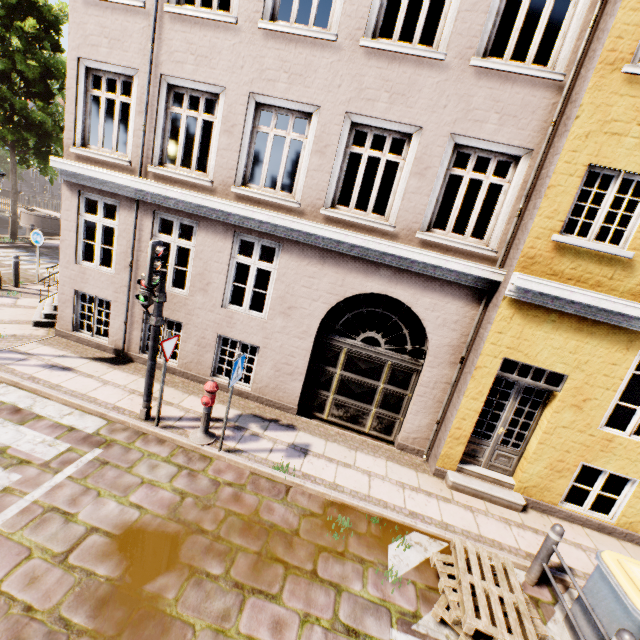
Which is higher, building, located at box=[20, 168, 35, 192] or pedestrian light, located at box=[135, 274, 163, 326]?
pedestrian light, located at box=[135, 274, 163, 326]

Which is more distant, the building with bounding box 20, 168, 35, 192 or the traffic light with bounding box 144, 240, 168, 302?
the building with bounding box 20, 168, 35, 192

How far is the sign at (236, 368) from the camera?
5.3m

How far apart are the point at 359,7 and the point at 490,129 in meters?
3.2

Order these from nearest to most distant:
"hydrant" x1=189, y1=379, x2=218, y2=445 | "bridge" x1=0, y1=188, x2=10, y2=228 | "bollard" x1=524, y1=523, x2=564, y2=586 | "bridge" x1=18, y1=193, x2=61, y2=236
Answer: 1. "bollard" x1=524, y1=523, x2=564, y2=586
2. "hydrant" x1=189, y1=379, x2=218, y2=445
3. "bridge" x1=18, y1=193, x2=61, y2=236
4. "bridge" x1=0, y1=188, x2=10, y2=228

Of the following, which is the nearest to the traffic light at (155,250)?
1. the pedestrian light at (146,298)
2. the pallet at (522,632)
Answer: the pedestrian light at (146,298)

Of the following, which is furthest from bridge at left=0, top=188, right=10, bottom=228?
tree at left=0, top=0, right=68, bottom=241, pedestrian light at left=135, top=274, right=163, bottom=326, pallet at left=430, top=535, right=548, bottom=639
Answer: pallet at left=430, top=535, right=548, bottom=639

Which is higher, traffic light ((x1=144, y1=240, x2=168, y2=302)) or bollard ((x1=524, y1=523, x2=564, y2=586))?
traffic light ((x1=144, y1=240, x2=168, y2=302))
